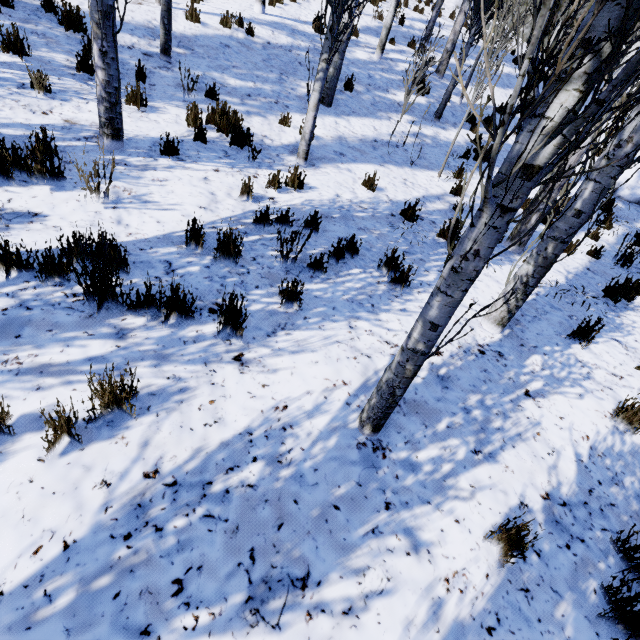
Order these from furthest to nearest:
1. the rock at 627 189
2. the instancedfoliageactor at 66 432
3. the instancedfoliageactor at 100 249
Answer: the rock at 627 189
the instancedfoliageactor at 100 249
the instancedfoliageactor at 66 432

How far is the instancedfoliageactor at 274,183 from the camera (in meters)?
4.99

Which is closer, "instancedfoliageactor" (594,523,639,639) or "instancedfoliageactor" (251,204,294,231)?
"instancedfoliageactor" (594,523,639,639)

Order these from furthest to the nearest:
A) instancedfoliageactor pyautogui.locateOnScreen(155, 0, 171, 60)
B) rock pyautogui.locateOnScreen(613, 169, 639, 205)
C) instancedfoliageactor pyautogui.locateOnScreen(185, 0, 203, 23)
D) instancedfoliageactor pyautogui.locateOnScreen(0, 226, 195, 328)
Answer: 1. rock pyautogui.locateOnScreen(613, 169, 639, 205)
2. instancedfoliageactor pyautogui.locateOnScreen(185, 0, 203, 23)
3. instancedfoliageactor pyautogui.locateOnScreen(155, 0, 171, 60)
4. instancedfoliageactor pyautogui.locateOnScreen(0, 226, 195, 328)

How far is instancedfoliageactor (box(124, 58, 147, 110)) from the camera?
5.3 meters

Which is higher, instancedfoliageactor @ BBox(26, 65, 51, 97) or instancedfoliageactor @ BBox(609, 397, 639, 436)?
instancedfoliageactor @ BBox(26, 65, 51, 97)

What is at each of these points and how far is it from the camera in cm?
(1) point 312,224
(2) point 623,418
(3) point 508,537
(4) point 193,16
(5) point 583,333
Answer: (1) instancedfoliageactor, 455
(2) instancedfoliageactor, 333
(3) instancedfoliageactor, 217
(4) instancedfoliageactor, 777
(5) instancedfoliageactor, 421
